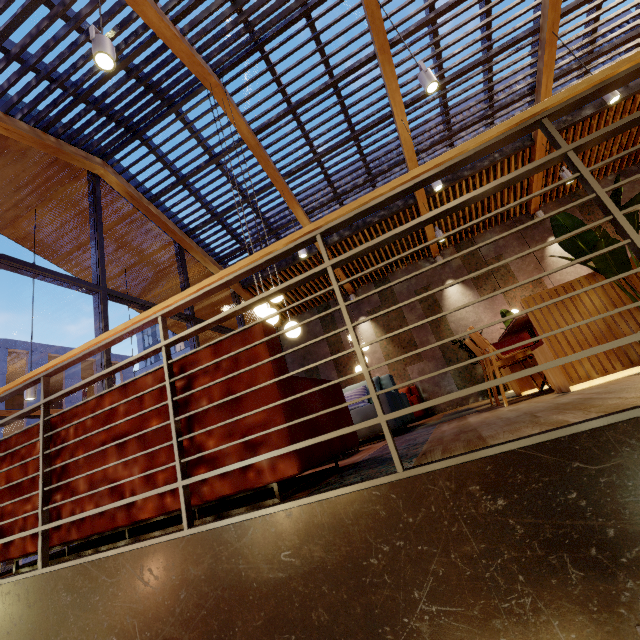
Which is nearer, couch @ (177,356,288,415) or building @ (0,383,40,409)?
couch @ (177,356,288,415)

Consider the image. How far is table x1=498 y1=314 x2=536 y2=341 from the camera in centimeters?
322cm

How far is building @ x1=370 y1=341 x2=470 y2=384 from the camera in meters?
8.5 m

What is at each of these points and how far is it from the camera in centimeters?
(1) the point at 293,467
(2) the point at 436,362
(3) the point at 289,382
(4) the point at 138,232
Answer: (1) couch, 141cm
(2) building, 867cm
(3) couch, 165cm
(4) building, 746cm

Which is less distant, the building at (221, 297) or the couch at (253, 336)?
the couch at (253, 336)

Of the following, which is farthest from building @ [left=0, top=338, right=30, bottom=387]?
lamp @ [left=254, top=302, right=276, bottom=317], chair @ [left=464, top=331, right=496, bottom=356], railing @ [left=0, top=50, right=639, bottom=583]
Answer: chair @ [left=464, top=331, right=496, bottom=356]

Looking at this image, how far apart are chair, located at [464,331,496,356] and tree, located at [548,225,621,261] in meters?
0.9

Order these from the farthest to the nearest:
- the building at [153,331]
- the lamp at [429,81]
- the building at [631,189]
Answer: the building at [153,331]
the building at [631,189]
the lamp at [429,81]
